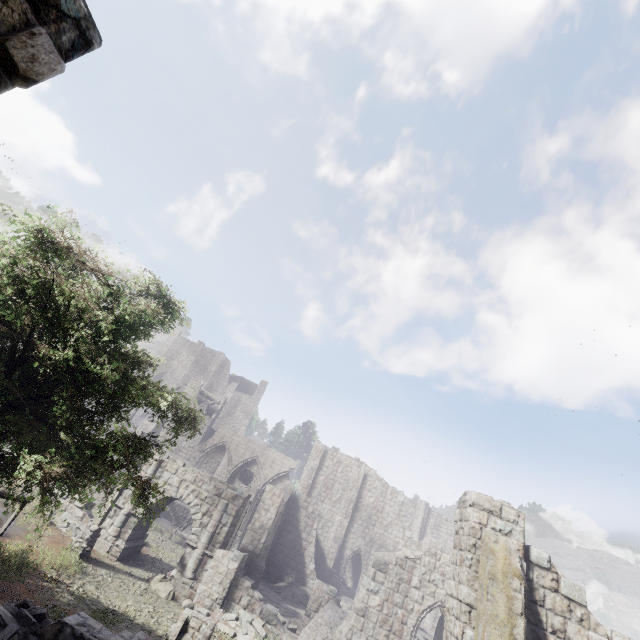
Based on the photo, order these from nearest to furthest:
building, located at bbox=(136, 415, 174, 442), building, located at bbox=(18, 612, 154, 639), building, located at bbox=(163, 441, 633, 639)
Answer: building, located at bbox=(18, 612, 154, 639) < building, located at bbox=(163, 441, 633, 639) < building, located at bbox=(136, 415, 174, 442)

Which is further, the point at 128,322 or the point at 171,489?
the point at 171,489

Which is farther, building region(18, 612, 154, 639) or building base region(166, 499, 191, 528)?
building base region(166, 499, 191, 528)

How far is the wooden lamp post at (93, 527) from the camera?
13.3 meters

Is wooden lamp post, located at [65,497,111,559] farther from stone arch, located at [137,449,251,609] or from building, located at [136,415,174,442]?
building, located at [136,415,174,442]

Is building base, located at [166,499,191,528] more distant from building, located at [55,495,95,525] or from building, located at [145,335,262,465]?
building, located at [145,335,262,465]

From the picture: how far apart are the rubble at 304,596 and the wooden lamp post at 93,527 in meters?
12.5

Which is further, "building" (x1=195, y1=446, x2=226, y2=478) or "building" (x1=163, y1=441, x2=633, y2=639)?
"building" (x1=195, y1=446, x2=226, y2=478)
